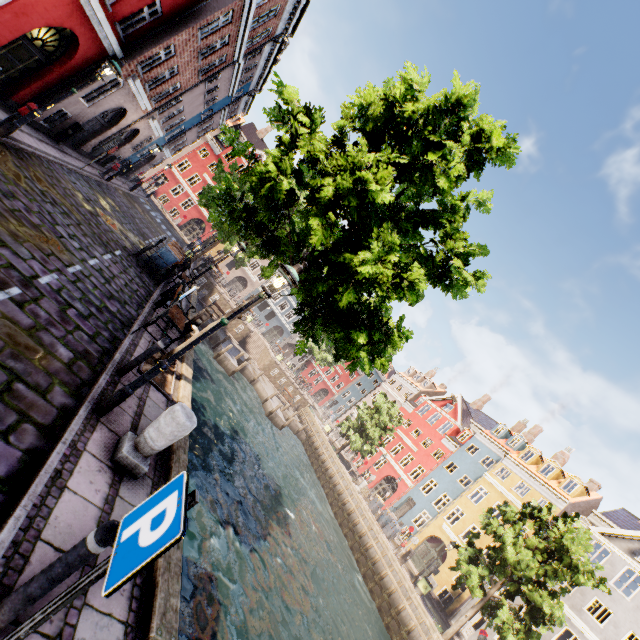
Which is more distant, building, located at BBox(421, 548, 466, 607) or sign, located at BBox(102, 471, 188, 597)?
building, located at BBox(421, 548, 466, 607)

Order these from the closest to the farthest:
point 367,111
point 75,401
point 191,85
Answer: point 75,401, point 367,111, point 191,85

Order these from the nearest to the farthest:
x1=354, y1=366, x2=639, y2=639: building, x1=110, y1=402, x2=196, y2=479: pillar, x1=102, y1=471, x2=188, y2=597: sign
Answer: x1=102, y1=471, x2=188, y2=597: sign
x1=110, y1=402, x2=196, y2=479: pillar
x1=354, y1=366, x2=639, y2=639: building

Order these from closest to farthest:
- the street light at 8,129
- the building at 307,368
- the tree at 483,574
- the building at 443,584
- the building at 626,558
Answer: the street light at 8,129 < the tree at 483,574 < the building at 626,558 < the building at 443,584 < the building at 307,368

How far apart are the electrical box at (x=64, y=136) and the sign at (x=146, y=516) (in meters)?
18.15

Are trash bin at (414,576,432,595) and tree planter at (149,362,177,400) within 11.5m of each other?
no

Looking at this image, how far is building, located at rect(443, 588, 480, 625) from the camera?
24.73m

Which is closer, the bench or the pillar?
the pillar
